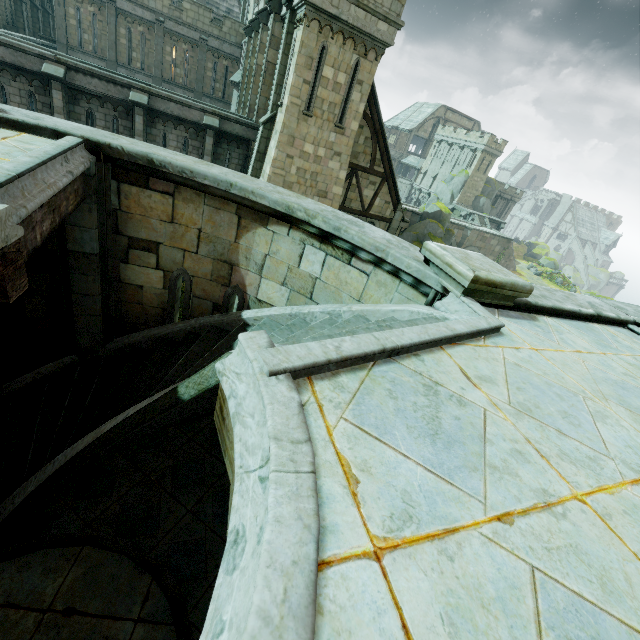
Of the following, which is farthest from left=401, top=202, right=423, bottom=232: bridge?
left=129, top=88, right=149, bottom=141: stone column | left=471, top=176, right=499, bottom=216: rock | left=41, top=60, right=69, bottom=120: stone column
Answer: left=41, top=60, right=69, bottom=120: stone column

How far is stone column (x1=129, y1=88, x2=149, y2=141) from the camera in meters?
14.9

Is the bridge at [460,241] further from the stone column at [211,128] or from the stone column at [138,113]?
the stone column at [138,113]

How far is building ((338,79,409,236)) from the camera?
17.1 meters

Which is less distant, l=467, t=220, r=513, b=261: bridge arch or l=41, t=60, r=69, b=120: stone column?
l=41, t=60, r=69, b=120: stone column

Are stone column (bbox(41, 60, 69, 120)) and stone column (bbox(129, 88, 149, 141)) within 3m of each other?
yes

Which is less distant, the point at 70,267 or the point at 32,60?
the point at 70,267

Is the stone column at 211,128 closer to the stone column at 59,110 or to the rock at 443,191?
the stone column at 59,110
